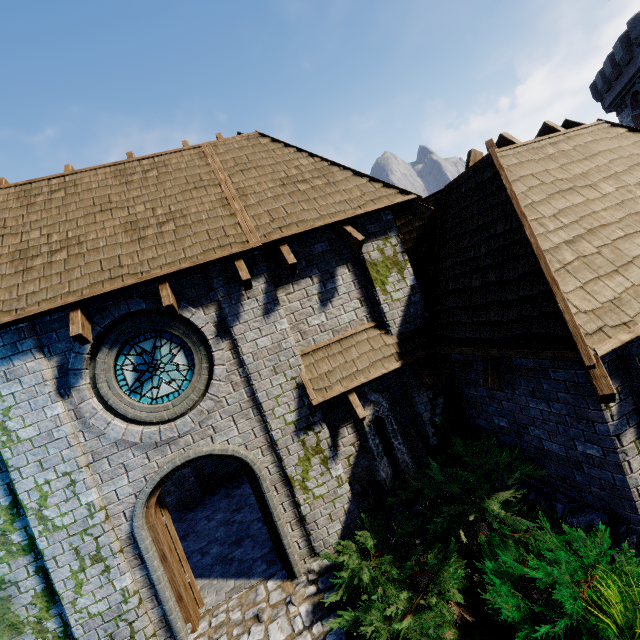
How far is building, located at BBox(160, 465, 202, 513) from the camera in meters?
10.2

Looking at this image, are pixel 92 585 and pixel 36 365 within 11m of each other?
yes

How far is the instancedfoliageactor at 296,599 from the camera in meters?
5.3

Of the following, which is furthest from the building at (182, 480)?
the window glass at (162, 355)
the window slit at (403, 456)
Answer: the window glass at (162, 355)

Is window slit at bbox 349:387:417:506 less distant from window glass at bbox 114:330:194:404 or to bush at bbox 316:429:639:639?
bush at bbox 316:429:639:639

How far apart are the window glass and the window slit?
3.04m

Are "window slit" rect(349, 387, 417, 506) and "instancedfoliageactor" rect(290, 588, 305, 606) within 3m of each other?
yes

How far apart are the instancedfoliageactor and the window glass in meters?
3.9 m
